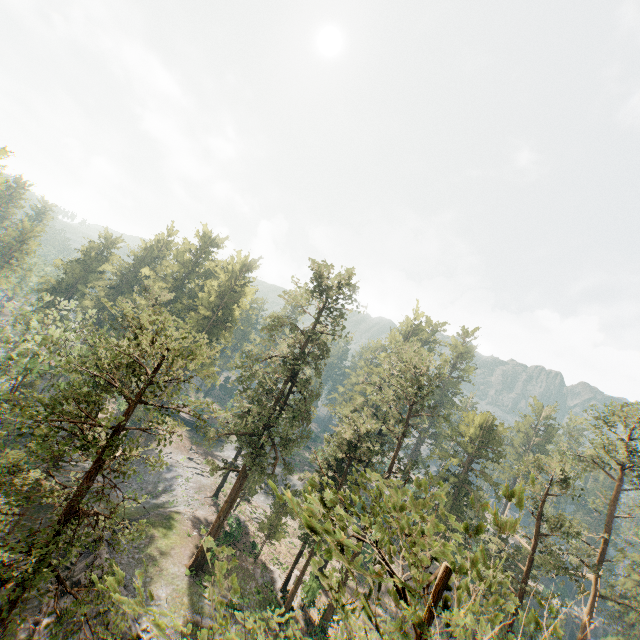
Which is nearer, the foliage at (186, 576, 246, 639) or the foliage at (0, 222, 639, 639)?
the foliage at (186, 576, 246, 639)

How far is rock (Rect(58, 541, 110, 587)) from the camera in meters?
24.0

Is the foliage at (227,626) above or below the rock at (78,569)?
above

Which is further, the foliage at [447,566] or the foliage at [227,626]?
the foliage at [447,566]

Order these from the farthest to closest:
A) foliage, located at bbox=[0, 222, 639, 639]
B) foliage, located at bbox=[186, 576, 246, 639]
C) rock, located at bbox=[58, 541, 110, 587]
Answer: rock, located at bbox=[58, 541, 110, 587] → foliage, located at bbox=[0, 222, 639, 639] → foliage, located at bbox=[186, 576, 246, 639]

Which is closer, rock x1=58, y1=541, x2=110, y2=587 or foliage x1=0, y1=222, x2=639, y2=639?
foliage x1=0, y1=222, x2=639, y2=639

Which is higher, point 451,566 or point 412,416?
point 412,416
